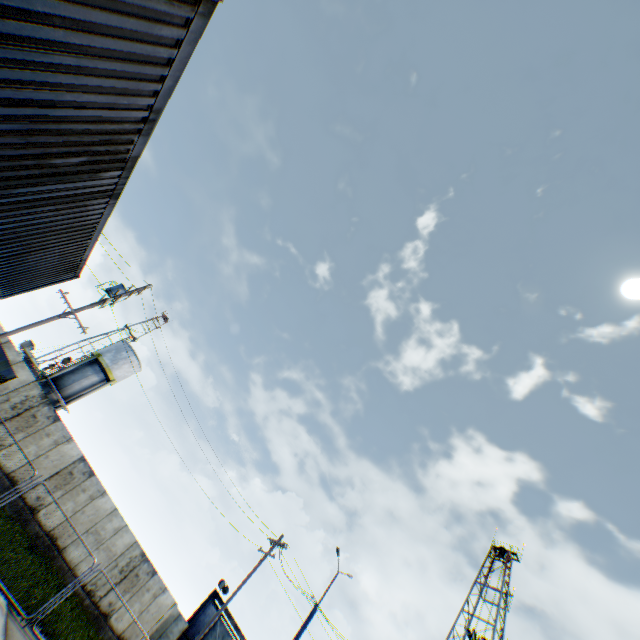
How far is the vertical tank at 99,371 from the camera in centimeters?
3142cm

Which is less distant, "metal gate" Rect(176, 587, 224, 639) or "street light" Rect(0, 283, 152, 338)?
"street light" Rect(0, 283, 152, 338)

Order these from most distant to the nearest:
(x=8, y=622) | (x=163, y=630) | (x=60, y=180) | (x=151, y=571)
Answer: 1. (x=163, y=630)
2. (x=151, y=571)
3. (x=8, y=622)
4. (x=60, y=180)

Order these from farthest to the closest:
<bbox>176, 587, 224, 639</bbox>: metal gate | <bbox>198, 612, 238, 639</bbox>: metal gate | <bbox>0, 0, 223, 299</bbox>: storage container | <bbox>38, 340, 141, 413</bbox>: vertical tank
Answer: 1. <bbox>38, 340, 141, 413</bbox>: vertical tank
2. <bbox>198, 612, 238, 639</bbox>: metal gate
3. <bbox>176, 587, 224, 639</bbox>: metal gate
4. <bbox>0, 0, 223, 299</bbox>: storage container

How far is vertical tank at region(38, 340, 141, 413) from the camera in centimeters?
3142cm

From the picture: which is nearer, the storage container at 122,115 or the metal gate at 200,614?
the storage container at 122,115

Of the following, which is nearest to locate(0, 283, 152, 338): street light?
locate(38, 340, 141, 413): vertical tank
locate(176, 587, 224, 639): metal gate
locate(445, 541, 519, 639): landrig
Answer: locate(38, 340, 141, 413): vertical tank

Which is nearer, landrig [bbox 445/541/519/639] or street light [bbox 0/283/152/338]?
street light [bbox 0/283/152/338]
